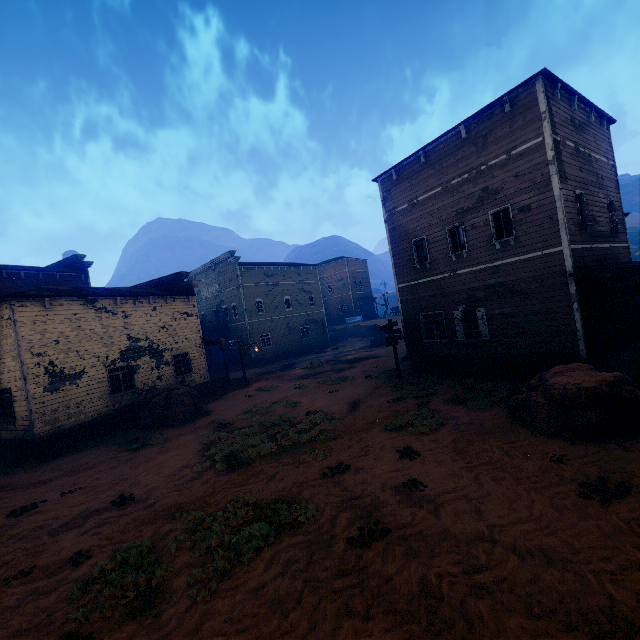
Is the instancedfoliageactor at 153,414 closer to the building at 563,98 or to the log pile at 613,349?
the building at 563,98

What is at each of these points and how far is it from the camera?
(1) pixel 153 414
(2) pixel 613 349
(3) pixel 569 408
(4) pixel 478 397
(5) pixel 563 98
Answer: (1) instancedfoliageactor, 16.3 meters
(2) log pile, 11.2 meters
(3) instancedfoliageactor, 8.1 meters
(4) z, 11.8 meters
(5) building, 12.5 meters

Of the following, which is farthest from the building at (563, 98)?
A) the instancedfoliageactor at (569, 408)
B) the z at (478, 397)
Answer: the instancedfoliageactor at (569, 408)

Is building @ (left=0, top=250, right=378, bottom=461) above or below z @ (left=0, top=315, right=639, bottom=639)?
above

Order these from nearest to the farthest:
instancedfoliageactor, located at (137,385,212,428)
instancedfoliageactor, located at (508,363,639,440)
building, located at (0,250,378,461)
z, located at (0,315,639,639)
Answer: z, located at (0,315,639,639) → instancedfoliageactor, located at (508,363,639,440) → building, located at (0,250,378,461) → instancedfoliageactor, located at (137,385,212,428)

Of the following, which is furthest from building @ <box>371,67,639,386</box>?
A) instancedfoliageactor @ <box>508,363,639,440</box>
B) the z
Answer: instancedfoliageactor @ <box>508,363,639,440</box>

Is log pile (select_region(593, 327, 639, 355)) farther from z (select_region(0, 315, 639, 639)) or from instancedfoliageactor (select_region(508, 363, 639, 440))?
instancedfoliageactor (select_region(508, 363, 639, 440))
